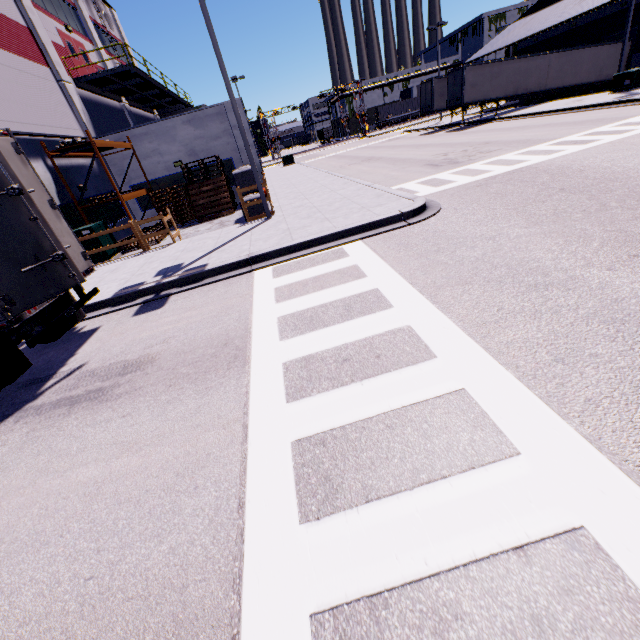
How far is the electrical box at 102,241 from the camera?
12.71m

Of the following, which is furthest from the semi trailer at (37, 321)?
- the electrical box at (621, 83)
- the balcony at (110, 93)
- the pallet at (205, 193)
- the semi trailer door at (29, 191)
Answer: the electrical box at (621, 83)

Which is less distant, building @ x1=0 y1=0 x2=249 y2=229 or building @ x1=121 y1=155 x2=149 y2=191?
building @ x1=0 y1=0 x2=249 y2=229

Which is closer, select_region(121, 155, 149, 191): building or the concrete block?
the concrete block

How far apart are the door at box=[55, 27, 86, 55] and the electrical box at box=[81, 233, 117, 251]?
11.0m

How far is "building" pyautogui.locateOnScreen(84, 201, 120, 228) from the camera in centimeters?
1506cm

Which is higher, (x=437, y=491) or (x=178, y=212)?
(x=178, y=212)

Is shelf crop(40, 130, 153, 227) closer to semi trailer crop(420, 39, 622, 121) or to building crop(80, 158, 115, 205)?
building crop(80, 158, 115, 205)
